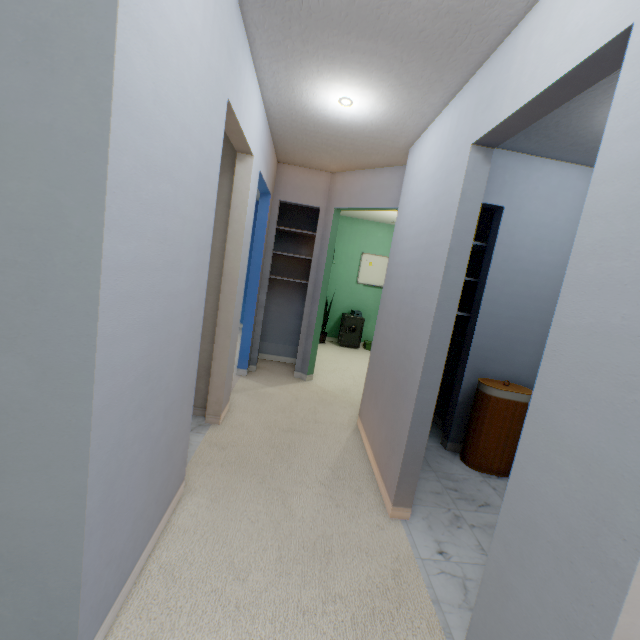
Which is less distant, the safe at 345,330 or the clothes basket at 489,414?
the clothes basket at 489,414

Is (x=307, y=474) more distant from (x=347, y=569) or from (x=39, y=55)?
→ (x=39, y=55)

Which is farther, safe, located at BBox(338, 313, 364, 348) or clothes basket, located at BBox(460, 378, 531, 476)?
safe, located at BBox(338, 313, 364, 348)

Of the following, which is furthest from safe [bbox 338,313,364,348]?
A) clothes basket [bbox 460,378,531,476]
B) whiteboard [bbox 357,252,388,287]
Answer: clothes basket [bbox 460,378,531,476]

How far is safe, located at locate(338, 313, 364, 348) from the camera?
6.2m

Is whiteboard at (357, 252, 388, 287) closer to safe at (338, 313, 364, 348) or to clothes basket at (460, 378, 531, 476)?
safe at (338, 313, 364, 348)

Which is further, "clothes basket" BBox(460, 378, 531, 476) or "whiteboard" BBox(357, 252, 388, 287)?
"whiteboard" BBox(357, 252, 388, 287)

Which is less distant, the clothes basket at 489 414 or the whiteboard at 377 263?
the clothes basket at 489 414
